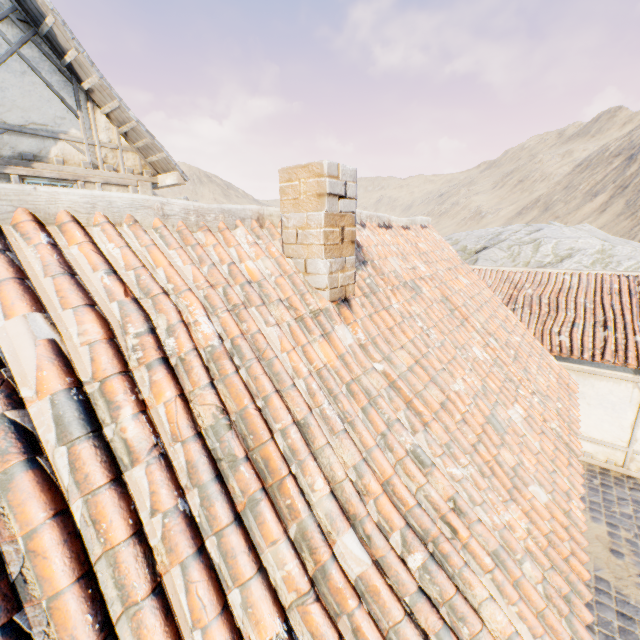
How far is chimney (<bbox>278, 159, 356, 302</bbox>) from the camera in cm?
273

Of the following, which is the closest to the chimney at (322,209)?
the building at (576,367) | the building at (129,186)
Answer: the building at (129,186)

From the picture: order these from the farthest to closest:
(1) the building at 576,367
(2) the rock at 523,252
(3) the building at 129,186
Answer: (2) the rock at 523,252
(1) the building at 576,367
(3) the building at 129,186

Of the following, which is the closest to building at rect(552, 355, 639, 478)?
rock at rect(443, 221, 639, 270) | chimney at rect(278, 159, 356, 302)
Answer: rock at rect(443, 221, 639, 270)

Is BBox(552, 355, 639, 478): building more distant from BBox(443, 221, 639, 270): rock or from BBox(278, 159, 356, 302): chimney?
BBox(278, 159, 356, 302): chimney

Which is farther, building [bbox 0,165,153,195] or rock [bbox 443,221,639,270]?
rock [bbox 443,221,639,270]

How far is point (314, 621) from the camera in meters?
1.4

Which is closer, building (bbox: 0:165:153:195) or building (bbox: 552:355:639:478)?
building (bbox: 0:165:153:195)
